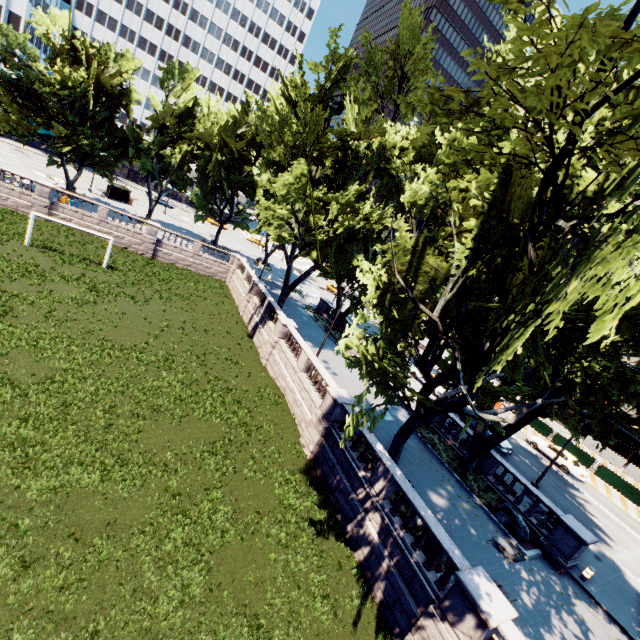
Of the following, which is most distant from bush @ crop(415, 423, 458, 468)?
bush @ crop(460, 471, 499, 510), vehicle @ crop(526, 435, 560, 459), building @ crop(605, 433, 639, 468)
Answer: building @ crop(605, 433, 639, 468)

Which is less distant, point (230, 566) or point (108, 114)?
point (230, 566)

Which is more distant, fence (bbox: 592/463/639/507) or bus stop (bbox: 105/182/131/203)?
bus stop (bbox: 105/182/131/203)

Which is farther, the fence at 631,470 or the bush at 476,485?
the fence at 631,470

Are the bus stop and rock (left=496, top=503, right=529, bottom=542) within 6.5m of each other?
no

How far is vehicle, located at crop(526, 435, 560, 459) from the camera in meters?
29.8 m

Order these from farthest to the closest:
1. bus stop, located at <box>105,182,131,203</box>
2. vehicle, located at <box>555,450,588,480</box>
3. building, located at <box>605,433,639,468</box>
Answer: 1. bus stop, located at <box>105,182,131,203</box>
2. building, located at <box>605,433,639,468</box>
3. vehicle, located at <box>555,450,588,480</box>

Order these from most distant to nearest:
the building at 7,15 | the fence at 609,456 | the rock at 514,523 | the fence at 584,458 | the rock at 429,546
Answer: the building at 7,15 < the fence at 609,456 < the fence at 584,458 < the rock at 514,523 < the rock at 429,546
